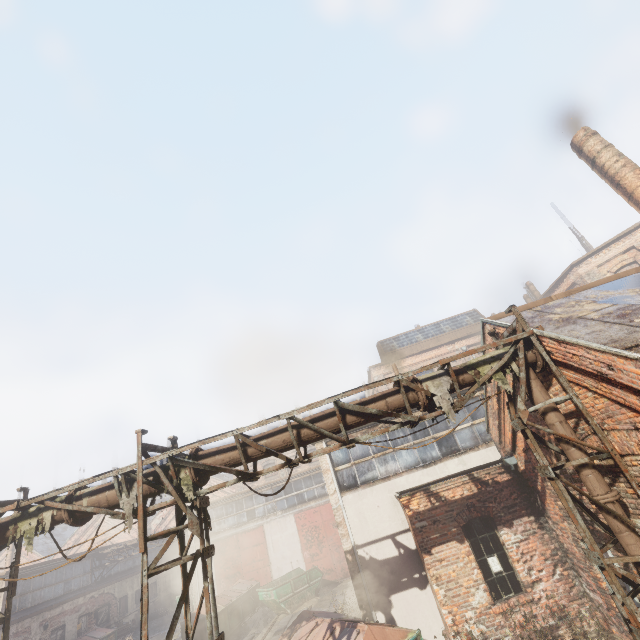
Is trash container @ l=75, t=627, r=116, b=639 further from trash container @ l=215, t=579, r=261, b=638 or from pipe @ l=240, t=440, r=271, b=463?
pipe @ l=240, t=440, r=271, b=463

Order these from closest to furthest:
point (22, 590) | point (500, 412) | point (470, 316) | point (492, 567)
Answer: point (492, 567), point (500, 412), point (22, 590), point (470, 316)

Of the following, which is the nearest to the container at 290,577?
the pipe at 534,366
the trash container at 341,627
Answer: the trash container at 341,627

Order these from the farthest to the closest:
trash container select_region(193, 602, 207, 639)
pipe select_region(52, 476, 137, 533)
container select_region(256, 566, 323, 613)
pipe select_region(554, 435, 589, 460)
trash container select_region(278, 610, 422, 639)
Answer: container select_region(256, 566, 323, 613) → trash container select_region(193, 602, 207, 639) → trash container select_region(278, 610, 422, 639) → pipe select_region(52, 476, 137, 533) → pipe select_region(554, 435, 589, 460)

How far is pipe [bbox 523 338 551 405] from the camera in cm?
633

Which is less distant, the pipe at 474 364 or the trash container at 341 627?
the pipe at 474 364

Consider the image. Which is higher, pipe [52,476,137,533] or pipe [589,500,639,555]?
pipe [52,476,137,533]
